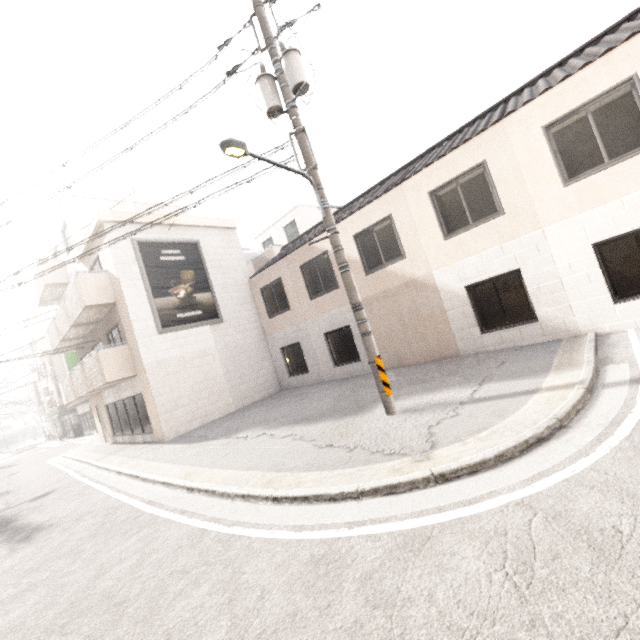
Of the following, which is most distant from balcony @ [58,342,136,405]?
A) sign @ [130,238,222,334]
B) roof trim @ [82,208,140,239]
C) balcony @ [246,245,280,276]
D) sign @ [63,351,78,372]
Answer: balcony @ [246,245,280,276]

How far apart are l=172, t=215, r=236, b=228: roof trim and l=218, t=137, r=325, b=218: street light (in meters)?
9.47

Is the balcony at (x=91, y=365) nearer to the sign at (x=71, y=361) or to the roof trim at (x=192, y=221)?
the sign at (x=71, y=361)

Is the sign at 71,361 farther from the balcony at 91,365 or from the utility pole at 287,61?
the utility pole at 287,61

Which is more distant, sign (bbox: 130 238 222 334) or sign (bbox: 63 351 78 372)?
sign (bbox: 63 351 78 372)

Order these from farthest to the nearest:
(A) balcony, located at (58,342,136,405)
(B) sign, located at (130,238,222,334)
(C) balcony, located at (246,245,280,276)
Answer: (C) balcony, located at (246,245,280,276) → (B) sign, located at (130,238,222,334) → (A) balcony, located at (58,342,136,405)

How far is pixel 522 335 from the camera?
8.7m

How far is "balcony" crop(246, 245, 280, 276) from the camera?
25.5m
